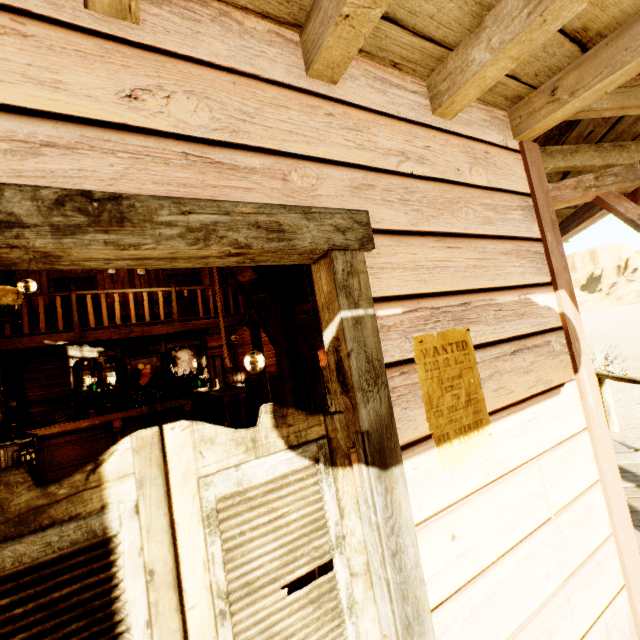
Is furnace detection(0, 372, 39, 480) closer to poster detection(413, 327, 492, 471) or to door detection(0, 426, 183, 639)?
door detection(0, 426, 183, 639)

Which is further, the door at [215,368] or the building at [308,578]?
the door at [215,368]

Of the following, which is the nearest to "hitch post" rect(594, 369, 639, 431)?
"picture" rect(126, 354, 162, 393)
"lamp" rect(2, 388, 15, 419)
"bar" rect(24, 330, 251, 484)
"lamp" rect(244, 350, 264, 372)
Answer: "lamp" rect(244, 350, 264, 372)

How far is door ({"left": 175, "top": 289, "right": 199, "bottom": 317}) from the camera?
11.27m

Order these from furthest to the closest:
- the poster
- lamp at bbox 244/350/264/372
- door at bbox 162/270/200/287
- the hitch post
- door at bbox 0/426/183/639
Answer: door at bbox 162/270/200/287 → lamp at bbox 244/350/264/372 → the hitch post → the poster → door at bbox 0/426/183/639

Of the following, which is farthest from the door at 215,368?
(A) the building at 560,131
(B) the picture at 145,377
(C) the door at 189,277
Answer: (B) the picture at 145,377

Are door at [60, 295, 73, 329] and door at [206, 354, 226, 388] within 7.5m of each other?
yes

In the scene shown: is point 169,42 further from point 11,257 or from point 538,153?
point 538,153
